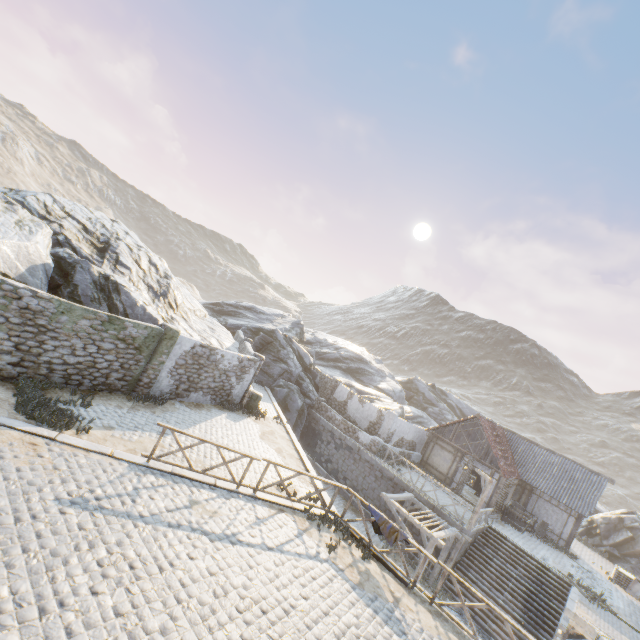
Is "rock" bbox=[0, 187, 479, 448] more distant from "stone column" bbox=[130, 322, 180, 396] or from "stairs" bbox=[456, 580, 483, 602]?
"stairs" bbox=[456, 580, 483, 602]

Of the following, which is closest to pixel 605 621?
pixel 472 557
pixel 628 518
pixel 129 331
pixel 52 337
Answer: pixel 472 557

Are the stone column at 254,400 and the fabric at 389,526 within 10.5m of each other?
yes

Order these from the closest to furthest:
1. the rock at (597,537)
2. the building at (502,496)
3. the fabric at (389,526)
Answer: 1. the fabric at (389,526)
2. the building at (502,496)
3. the rock at (597,537)

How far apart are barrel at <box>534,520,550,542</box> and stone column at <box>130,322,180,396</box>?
27.6m

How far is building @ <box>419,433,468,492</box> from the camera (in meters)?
23.98

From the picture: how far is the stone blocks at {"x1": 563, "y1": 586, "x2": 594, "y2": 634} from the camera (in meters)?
13.52

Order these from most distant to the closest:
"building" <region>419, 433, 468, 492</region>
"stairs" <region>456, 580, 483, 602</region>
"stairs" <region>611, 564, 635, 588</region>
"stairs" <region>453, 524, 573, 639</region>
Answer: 1. "building" <region>419, 433, 468, 492</region>
2. "stairs" <region>611, 564, 635, 588</region>
3. "stairs" <region>456, 580, 483, 602</region>
4. "stairs" <region>453, 524, 573, 639</region>
